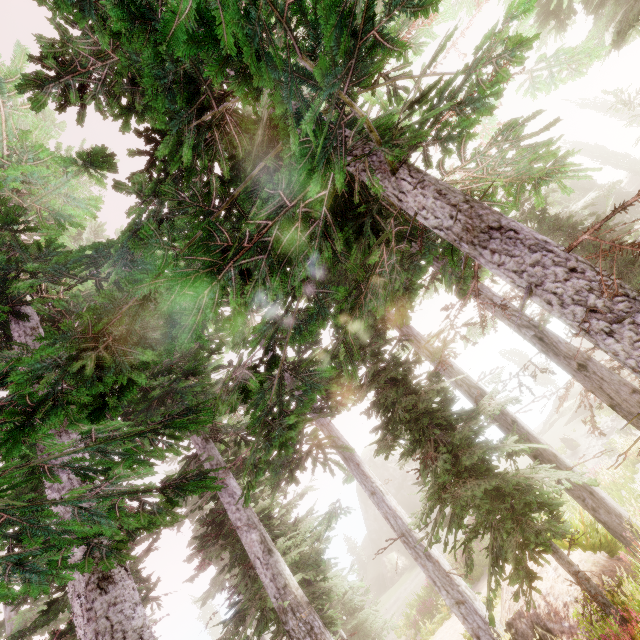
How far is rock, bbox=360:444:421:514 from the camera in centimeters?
4272cm

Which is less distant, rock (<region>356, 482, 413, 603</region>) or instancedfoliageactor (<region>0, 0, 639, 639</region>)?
instancedfoliageactor (<region>0, 0, 639, 639</region>)

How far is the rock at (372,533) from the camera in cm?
3422

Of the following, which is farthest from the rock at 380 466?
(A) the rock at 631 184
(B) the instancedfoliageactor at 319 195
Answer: (A) the rock at 631 184

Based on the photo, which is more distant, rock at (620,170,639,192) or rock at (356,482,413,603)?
rock at (620,170,639,192)

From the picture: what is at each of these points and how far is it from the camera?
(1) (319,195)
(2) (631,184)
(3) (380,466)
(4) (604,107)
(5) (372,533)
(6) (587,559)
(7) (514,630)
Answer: (1) instancedfoliageactor, 3.4 meters
(2) rock, 47.1 meters
(3) rock, 46.1 meters
(4) instancedfoliageactor, 39.3 meters
(5) rock, 42.4 meters
(6) rock, 8.9 meters
(7) rock, 8.9 meters

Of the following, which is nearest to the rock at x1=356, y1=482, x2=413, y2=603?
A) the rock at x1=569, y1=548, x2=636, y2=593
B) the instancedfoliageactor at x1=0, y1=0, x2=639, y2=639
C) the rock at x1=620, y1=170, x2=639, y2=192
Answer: the instancedfoliageactor at x1=0, y1=0, x2=639, y2=639
